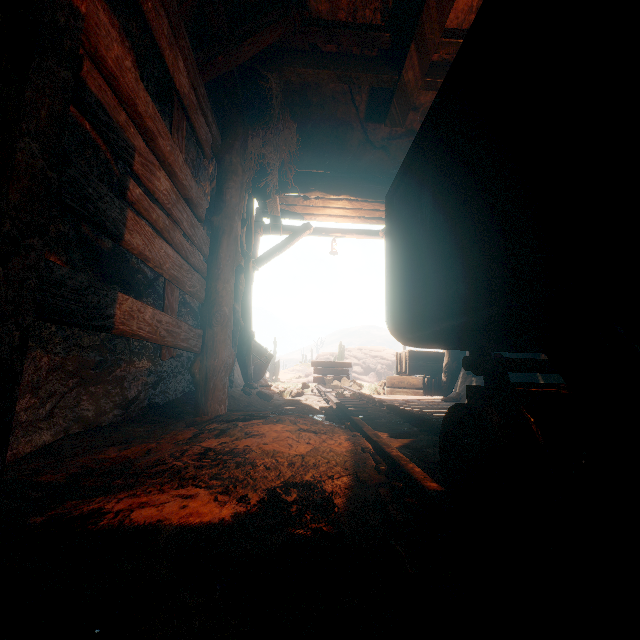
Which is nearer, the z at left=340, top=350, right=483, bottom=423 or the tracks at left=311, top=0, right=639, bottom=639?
the tracks at left=311, top=0, right=639, bottom=639

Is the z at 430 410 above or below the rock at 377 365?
below

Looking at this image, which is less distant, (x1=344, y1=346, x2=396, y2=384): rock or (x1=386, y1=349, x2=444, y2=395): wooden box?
(x1=386, y1=349, x2=444, y2=395): wooden box

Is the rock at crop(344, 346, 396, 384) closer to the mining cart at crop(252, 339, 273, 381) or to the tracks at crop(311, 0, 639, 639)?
the tracks at crop(311, 0, 639, 639)

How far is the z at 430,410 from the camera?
5.04m

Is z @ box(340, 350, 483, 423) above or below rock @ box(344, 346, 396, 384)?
below

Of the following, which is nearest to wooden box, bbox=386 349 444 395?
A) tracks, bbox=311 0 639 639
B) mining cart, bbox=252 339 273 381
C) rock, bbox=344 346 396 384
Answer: tracks, bbox=311 0 639 639

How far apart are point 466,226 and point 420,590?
1.0m
